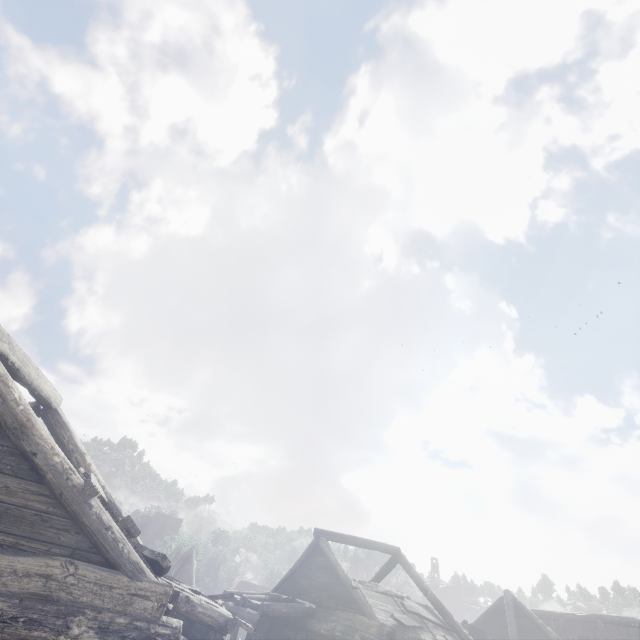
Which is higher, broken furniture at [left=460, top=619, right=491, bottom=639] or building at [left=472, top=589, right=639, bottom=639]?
building at [left=472, top=589, right=639, bottom=639]

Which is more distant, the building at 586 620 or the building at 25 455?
the building at 586 620

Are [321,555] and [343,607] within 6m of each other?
yes

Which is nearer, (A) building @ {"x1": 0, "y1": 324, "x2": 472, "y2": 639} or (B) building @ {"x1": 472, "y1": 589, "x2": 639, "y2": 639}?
(A) building @ {"x1": 0, "y1": 324, "x2": 472, "y2": 639}

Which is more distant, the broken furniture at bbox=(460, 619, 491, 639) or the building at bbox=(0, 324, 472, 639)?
the broken furniture at bbox=(460, 619, 491, 639)

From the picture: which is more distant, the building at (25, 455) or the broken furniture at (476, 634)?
the broken furniture at (476, 634)
